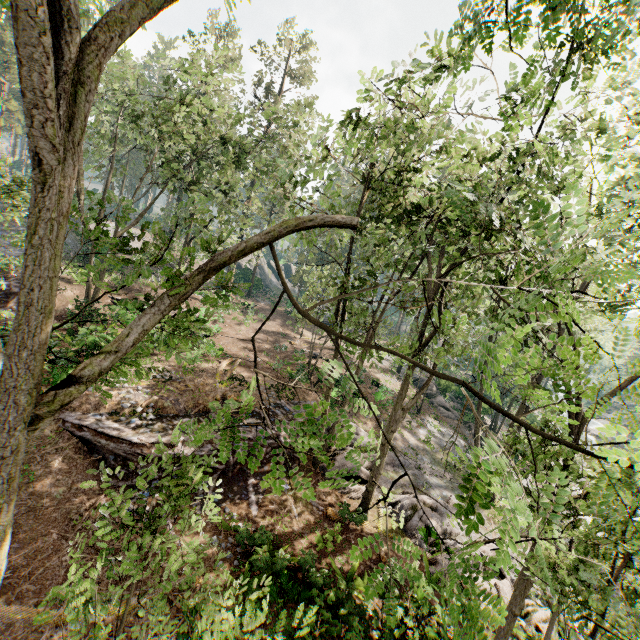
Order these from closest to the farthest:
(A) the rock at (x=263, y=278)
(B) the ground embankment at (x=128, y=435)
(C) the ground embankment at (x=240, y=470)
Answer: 1. (B) the ground embankment at (x=128, y=435)
2. (C) the ground embankment at (x=240, y=470)
3. (A) the rock at (x=263, y=278)

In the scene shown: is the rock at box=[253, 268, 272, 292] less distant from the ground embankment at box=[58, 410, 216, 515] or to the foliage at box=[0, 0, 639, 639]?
the foliage at box=[0, 0, 639, 639]

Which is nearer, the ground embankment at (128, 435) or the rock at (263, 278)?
the ground embankment at (128, 435)

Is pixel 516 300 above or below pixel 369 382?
above

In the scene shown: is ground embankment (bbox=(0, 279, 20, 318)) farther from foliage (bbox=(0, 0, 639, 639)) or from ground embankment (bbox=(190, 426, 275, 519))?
ground embankment (bbox=(190, 426, 275, 519))

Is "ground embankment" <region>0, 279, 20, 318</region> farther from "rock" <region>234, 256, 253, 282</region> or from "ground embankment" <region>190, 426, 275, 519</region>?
"rock" <region>234, 256, 253, 282</region>

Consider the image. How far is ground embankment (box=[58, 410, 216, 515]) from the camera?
12.2 meters
